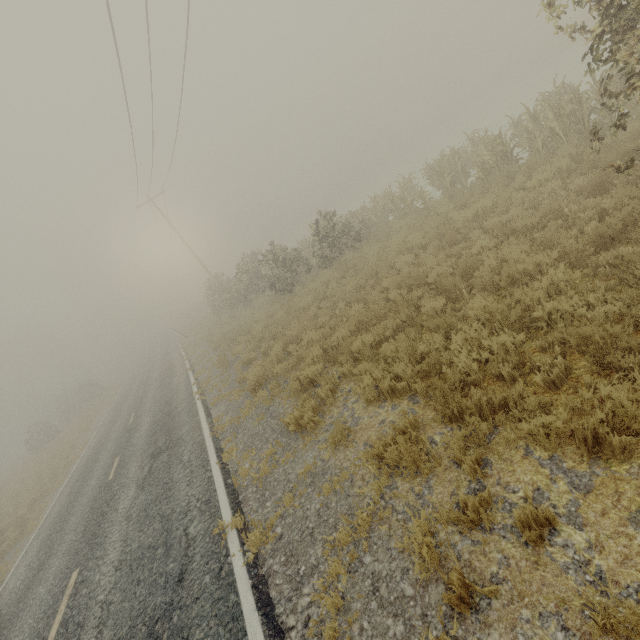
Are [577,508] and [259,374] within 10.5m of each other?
yes
